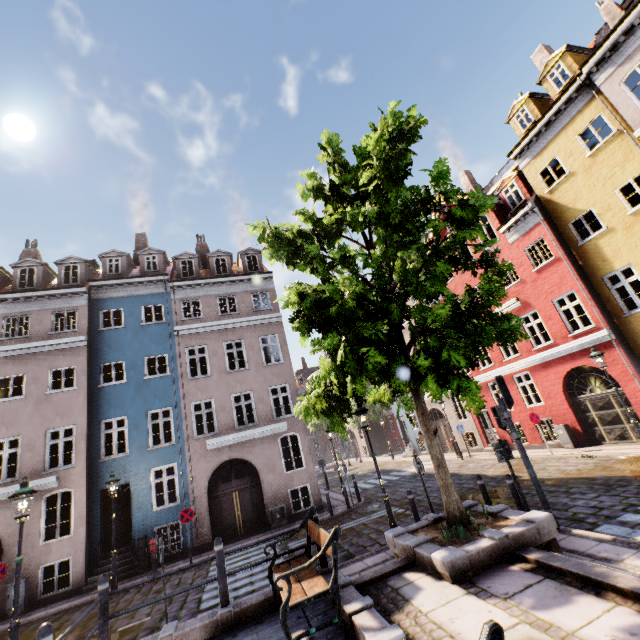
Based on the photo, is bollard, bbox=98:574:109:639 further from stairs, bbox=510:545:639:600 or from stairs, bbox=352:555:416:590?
stairs, bbox=510:545:639:600

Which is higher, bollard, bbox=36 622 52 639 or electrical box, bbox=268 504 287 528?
bollard, bbox=36 622 52 639

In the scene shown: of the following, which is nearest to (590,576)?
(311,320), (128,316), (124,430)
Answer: (311,320)

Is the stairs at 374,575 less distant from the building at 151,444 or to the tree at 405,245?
the tree at 405,245

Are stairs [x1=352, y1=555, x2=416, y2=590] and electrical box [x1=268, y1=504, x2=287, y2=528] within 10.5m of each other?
yes

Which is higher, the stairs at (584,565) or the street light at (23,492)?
the street light at (23,492)

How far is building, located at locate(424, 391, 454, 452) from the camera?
24.00m

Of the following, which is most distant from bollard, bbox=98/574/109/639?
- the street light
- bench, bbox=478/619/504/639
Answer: bench, bbox=478/619/504/639
